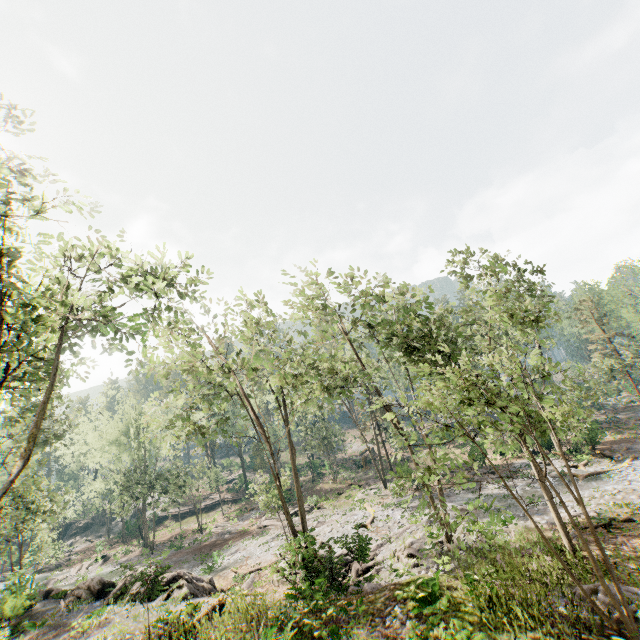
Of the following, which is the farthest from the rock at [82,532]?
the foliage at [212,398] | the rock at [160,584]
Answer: the rock at [160,584]

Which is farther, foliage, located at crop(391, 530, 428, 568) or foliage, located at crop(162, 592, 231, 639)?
foliage, located at crop(391, 530, 428, 568)

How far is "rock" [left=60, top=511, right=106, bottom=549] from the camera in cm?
5383

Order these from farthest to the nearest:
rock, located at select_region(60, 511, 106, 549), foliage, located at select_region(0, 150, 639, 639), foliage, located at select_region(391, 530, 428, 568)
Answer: rock, located at select_region(60, 511, 106, 549), foliage, located at select_region(391, 530, 428, 568), foliage, located at select_region(0, 150, 639, 639)

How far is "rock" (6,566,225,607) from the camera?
14.4m

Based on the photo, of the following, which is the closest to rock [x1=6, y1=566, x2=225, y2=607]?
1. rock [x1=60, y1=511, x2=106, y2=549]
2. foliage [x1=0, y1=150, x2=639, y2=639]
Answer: foliage [x1=0, y1=150, x2=639, y2=639]

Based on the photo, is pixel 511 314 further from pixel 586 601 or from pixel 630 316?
pixel 630 316
